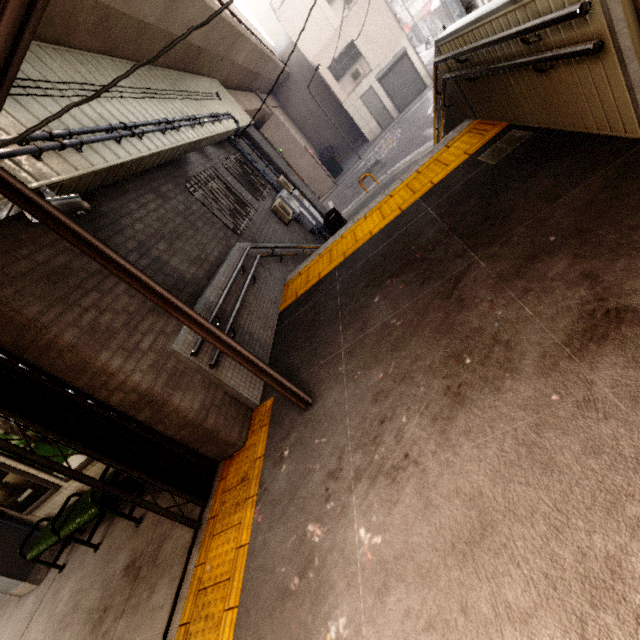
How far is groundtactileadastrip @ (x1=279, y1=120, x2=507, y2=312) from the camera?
4.30m

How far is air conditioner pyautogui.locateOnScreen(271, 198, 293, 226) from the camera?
8.9m

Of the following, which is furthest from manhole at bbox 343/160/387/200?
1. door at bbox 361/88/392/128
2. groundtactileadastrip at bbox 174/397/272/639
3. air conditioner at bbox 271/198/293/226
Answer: groundtactileadastrip at bbox 174/397/272/639

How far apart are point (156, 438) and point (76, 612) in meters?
2.6

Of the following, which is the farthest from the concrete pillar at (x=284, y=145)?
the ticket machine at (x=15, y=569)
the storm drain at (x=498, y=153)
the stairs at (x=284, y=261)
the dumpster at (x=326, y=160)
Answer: the ticket machine at (x=15, y=569)

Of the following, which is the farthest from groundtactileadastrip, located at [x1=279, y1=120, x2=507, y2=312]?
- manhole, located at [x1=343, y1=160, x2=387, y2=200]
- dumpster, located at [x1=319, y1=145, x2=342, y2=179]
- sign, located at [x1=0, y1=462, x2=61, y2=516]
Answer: dumpster, located at [x1=319, y1=145, x2=342, y2=179]

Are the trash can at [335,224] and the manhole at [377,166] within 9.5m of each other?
yes

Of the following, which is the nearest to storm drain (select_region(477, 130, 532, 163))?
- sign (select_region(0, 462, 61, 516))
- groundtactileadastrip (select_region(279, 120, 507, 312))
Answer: groundtactileadastrip (select_region(279, 120, 507, 312))
